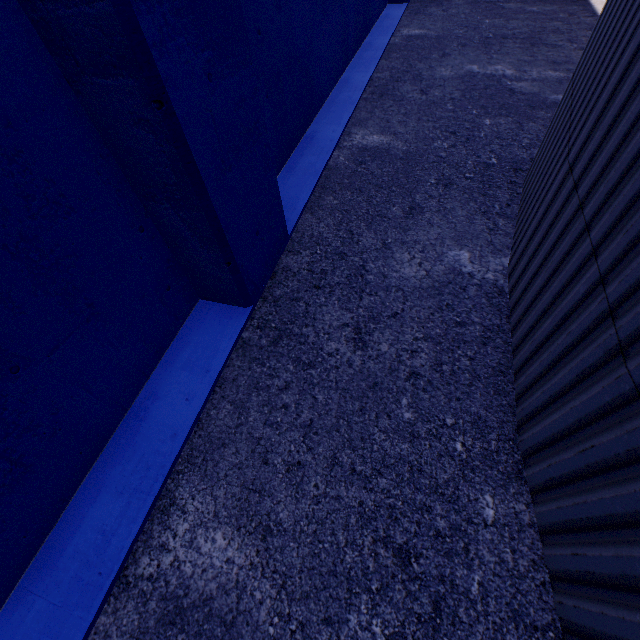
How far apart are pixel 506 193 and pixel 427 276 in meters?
1.5 m
